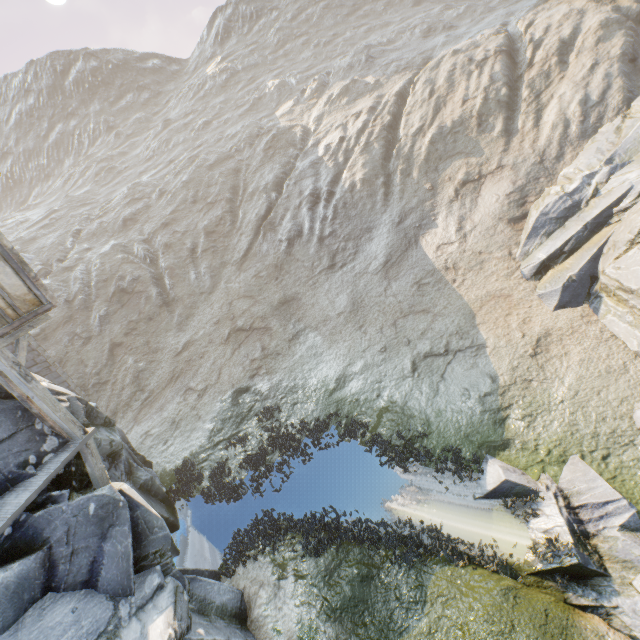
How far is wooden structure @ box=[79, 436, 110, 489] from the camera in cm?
823

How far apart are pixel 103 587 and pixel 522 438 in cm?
1233

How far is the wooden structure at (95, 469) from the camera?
8.2 meters

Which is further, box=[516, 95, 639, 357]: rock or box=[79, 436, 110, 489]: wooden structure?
box=[516, 95, 639, 357]: rock

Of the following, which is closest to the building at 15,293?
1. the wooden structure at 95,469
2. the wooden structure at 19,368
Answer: the wooden structure at 19,368

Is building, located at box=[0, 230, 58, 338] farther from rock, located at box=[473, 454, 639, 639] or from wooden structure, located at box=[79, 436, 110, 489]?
wooden structure, located at box=[79, 436, 110, 489]

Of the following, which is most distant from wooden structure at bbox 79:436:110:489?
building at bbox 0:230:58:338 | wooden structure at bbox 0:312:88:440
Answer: building at bbox 0:230:58:338
